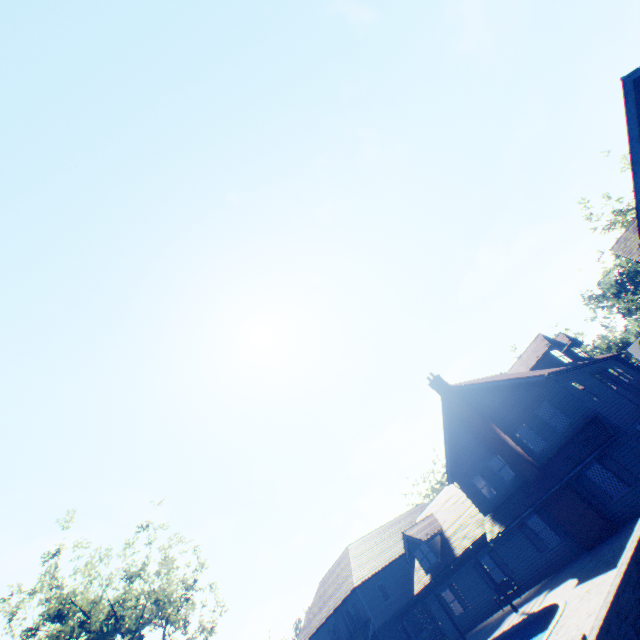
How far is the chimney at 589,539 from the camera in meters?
16.6

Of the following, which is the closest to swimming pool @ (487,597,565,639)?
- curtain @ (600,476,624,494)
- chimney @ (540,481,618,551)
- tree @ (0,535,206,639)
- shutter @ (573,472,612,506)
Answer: chimney @ (540,481,618,551)

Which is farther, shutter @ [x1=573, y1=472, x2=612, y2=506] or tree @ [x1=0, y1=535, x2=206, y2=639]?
tree @ [x1=0, y1=535, x2=206, y2=639]

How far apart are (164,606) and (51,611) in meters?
8.9 m

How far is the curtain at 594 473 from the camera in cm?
1719

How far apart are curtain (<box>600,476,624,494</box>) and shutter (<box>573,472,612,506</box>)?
0.2m

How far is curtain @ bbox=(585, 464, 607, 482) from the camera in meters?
17.2 m

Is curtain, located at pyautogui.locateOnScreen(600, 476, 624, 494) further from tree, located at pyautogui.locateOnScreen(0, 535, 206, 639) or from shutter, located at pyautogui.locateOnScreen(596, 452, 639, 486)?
tree, located at pyautogui.locateOnScreen(0, 535, 206, 639)
